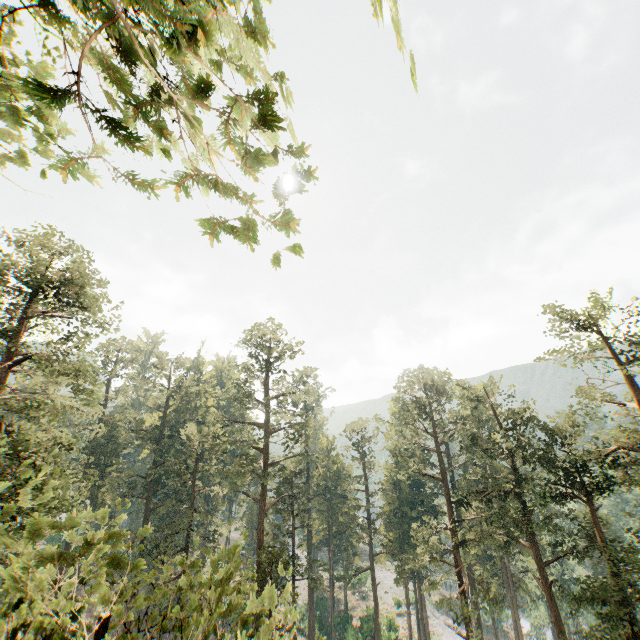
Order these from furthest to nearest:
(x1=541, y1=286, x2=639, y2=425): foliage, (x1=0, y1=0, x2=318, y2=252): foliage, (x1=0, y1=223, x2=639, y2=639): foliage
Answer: (x1=541, y1=286, x2=639, y2=425): foliage, (x1=0, y1=223, x2=639, y2=639): foliage, (x1=0, y1=0, x2=318, y2=252): foliage

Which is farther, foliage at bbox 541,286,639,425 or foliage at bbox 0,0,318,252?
foliage at bbox 541,286,639,425

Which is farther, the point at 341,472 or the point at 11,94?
the point at 341,472

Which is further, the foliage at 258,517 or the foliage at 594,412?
the foliage at 594,412

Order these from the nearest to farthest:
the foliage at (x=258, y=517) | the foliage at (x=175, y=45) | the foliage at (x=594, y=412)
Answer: the foliage at (x=175, y=45) → the foliage at (x=258, y=517) → the foliage at (x=594, y=412)
